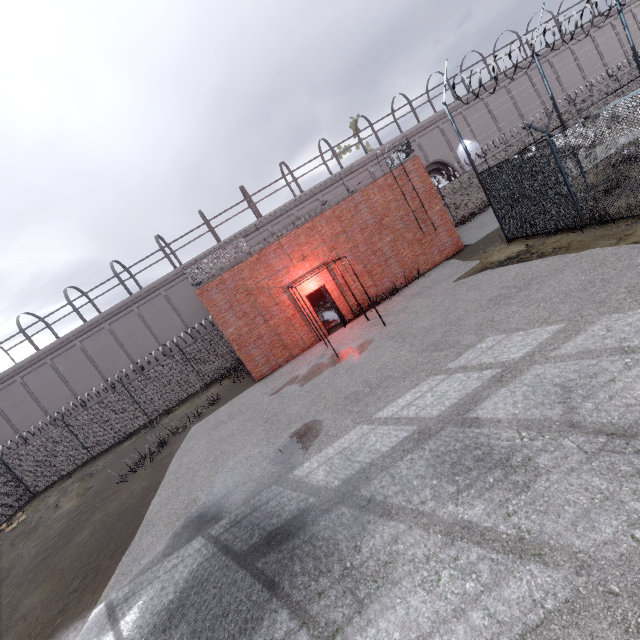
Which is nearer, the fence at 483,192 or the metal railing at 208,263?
the fence at 483,192

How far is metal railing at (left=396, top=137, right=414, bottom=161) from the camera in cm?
1521

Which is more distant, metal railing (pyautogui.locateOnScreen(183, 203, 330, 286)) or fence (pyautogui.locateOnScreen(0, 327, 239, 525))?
fence (pyautogui.locateOnScreen(0, 327, 239, 525))

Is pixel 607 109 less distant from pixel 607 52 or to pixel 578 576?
pixel 607 52

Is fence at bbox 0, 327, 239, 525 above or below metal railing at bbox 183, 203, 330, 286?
below

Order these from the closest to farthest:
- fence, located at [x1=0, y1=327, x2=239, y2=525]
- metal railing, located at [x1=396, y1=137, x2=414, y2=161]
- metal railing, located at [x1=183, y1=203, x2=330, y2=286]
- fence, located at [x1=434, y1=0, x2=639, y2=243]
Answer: fence, located at [x1=434, y1=0, x2=639, y2=243] < metal railing, located at [x1=183, y1=203, x2=330, y2=286] < metal railing, located at [x1=396, y1=137, x2=414, y2=161] < fence, located at [x1=0, y1=327, x2=239, y2=525]
